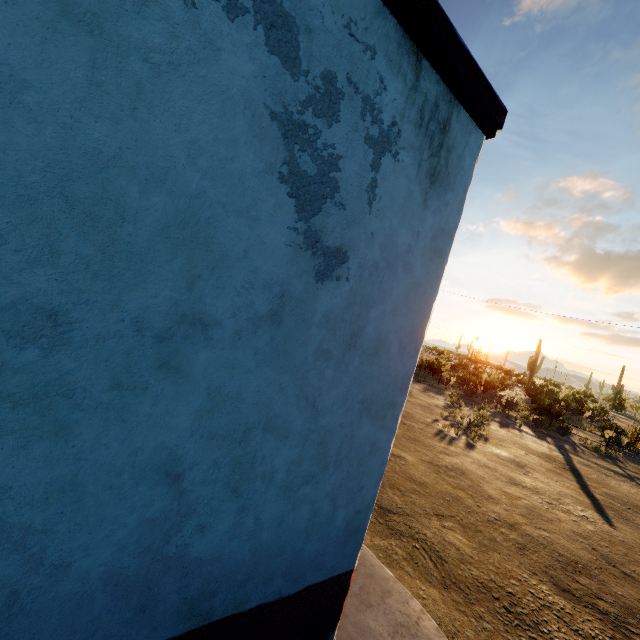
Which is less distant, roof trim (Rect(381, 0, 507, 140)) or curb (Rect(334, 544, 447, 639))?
roof trim (Rect(381, 0, 507, 140))

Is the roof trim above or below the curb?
above

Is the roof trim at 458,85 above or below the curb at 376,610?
above

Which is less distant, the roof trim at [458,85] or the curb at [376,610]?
the roof trim at [458,85]

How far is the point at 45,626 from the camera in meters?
1.5
